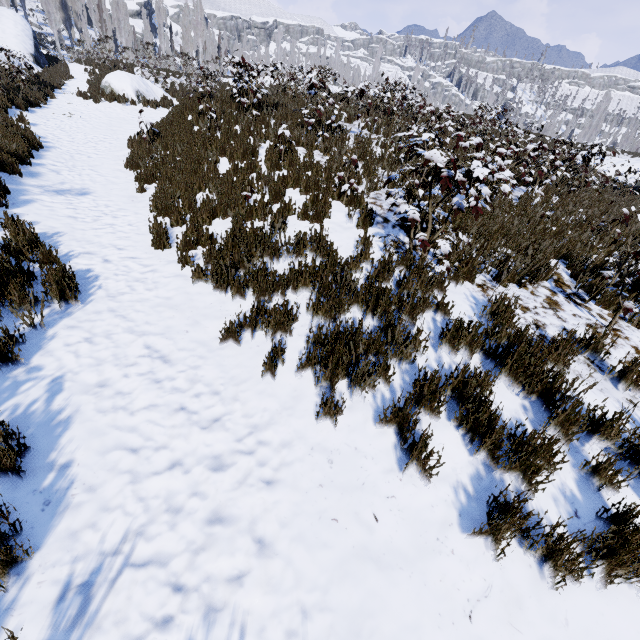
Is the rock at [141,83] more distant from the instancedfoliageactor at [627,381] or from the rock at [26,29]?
the instancedfoliageactor at [627,381]

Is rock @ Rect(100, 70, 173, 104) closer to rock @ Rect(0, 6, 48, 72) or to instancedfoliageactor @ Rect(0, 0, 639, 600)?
rock @ Rect(0, 6, 48, 72)

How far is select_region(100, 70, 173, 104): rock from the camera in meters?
15.8

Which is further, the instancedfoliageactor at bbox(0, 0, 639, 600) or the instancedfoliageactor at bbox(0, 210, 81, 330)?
the instancedfoliageactor at bbox(0, 210, 81, 330)

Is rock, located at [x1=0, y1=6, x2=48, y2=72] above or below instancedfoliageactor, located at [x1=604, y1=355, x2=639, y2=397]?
above

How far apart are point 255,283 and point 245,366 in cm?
125

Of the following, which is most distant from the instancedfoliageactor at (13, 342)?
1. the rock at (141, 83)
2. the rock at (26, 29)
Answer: the rock at (141, 83)
